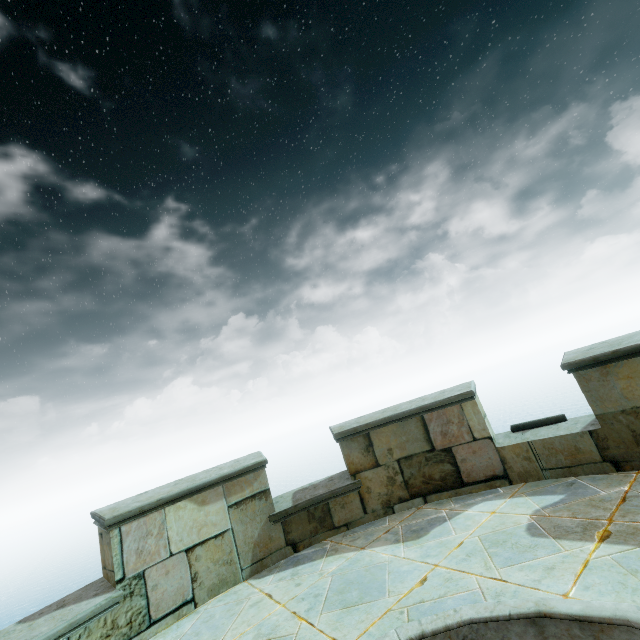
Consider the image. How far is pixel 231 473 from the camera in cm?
484
